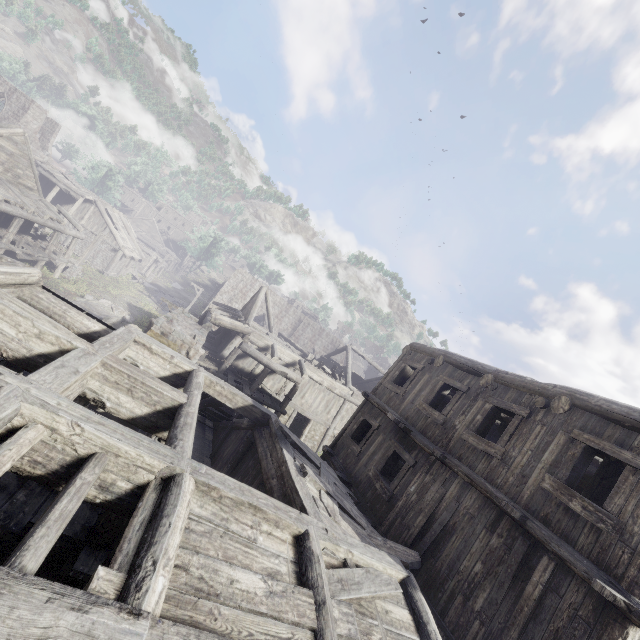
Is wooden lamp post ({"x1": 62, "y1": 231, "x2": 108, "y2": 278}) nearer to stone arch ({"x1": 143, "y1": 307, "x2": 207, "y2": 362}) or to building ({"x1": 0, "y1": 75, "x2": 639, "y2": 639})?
building ({"x1": 0, "y1": 75, "x2": 639, "y2": 639})

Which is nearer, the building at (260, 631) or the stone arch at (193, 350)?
the building at (260, 631)

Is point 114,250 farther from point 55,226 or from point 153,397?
point 153,397

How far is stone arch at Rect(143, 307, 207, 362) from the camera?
12.9 meters

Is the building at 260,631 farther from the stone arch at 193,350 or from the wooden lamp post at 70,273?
the wooden lamp post at 70,273

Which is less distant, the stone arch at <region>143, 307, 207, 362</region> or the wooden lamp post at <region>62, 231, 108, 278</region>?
the stone arch at <region>143, 307, 207, 362</region>

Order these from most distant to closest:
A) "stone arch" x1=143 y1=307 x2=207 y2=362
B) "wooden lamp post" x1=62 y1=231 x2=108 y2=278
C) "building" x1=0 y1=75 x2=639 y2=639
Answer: "wooden lamp post" x1=62 y1=231 x2=108 y2=278, "stone arch" x1=143 y1=307 x2=207 y2=362, "building" x1=0 y1=75 x2=639 y2=639
